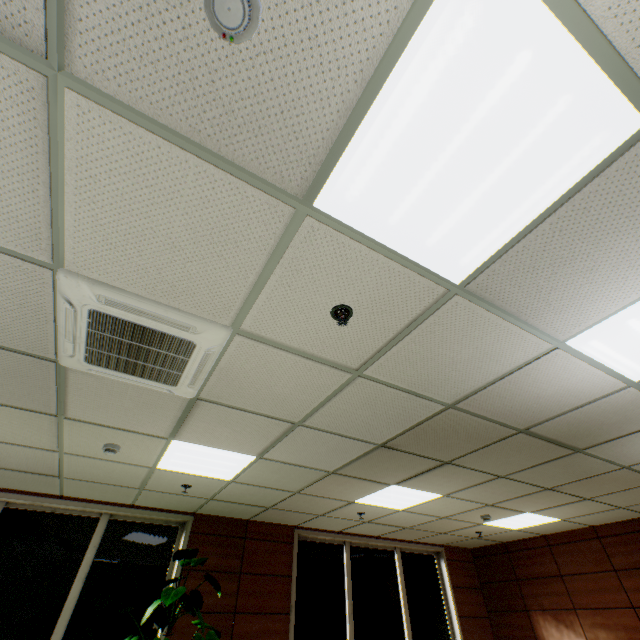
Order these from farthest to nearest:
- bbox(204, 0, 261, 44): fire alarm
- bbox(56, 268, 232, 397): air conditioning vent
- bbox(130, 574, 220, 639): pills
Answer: bbox(130, 574, 220, 639): pills, bbox(56, 268, 232, 397): air conditioning vent, bbox(204, 0, 261, 44): fire alarm

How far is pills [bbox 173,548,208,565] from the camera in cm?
426

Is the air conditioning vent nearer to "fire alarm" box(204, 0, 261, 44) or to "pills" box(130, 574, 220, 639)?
"fire alarm" box(204, 0, 261, 44)

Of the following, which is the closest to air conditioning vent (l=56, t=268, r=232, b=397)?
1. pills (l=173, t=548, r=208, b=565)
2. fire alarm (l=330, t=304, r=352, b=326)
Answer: fire alarm (l=330, t=304, r=352, b=326)

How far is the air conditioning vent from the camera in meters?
1.9 m

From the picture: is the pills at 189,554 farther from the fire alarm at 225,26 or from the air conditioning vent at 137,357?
the fire alarm at 225,26

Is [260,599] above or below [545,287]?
below

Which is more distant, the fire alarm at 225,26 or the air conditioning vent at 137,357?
the air conditioning vent at 137,357
